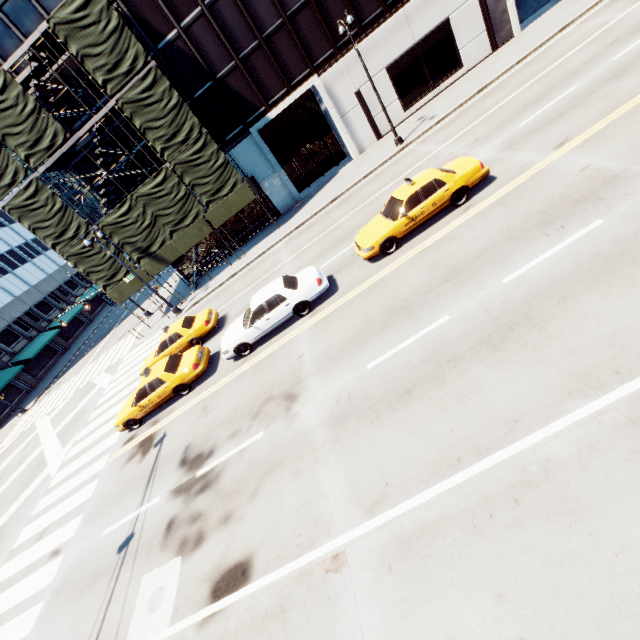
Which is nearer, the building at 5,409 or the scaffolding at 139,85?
the scaffolding at 139,85

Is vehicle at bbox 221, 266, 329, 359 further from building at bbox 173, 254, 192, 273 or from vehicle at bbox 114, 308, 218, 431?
building at bbox 173, 254, 192, 273

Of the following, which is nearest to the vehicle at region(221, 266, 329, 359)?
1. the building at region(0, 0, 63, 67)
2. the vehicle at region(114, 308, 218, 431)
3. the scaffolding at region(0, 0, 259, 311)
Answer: the vehicle at region(114, 308, 218, 431)

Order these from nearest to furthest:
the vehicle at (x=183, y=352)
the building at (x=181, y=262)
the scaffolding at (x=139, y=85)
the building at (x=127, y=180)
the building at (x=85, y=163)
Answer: the vehicle at (x=183, y=352) < the scaffolding at (x=139, y=85) < the building at (x=85, y=163) < the building at (x=127, y=180) < the building at (x=181, y=262)

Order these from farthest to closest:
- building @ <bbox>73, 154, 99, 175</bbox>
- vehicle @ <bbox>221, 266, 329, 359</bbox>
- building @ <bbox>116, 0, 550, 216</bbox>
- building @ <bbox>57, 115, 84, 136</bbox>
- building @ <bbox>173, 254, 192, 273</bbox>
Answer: building @ <bbox>173, 254, 192, 273</bbox>, building @ <bbox>73, 154, 99, 175</bbox>, building @ <bbox>57, 115, 84, 136</bbox>, building @ <bbox>116, 0, 550, 216</bbox>, vehicle @ <bbox>221, 266, 329, 359</bbox>

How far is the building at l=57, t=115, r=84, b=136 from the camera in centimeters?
2159cm

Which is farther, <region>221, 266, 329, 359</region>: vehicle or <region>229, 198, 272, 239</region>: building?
<region>229, 198, 272, 239</region>: building

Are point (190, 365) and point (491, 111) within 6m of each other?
no
